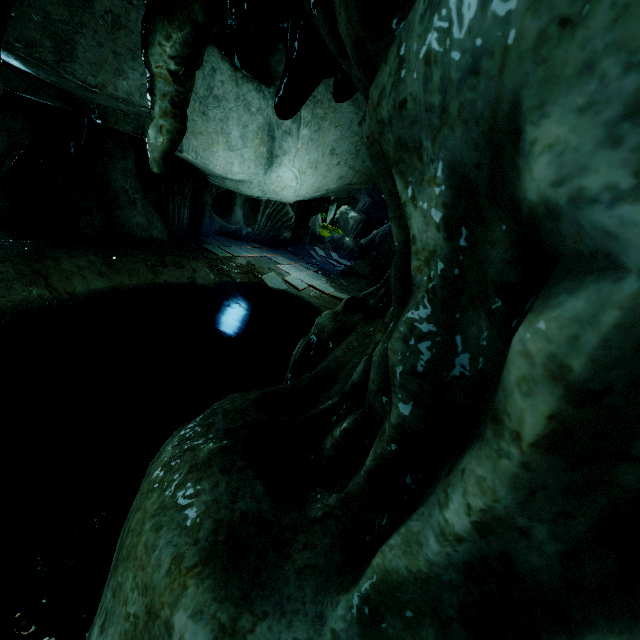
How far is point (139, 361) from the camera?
6.2 meters
